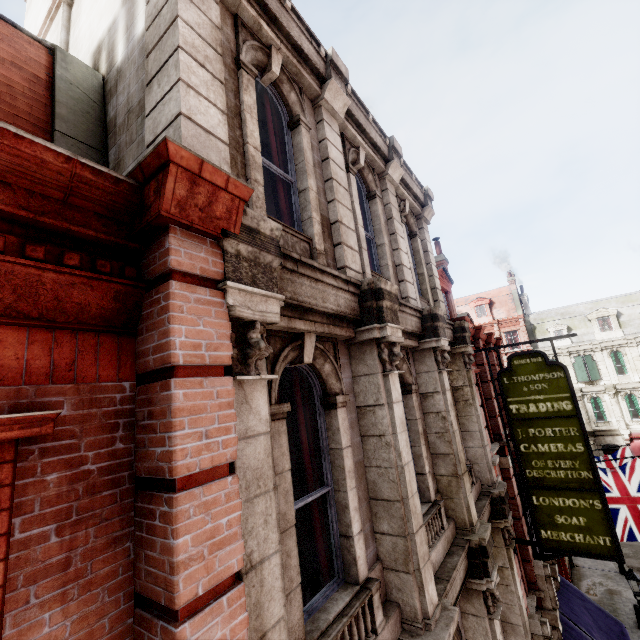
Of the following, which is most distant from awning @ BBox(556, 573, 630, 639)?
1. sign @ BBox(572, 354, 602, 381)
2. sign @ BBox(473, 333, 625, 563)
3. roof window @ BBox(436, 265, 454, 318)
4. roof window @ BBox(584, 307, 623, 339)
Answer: roof window @ BBox(584, 307, 623, 339)

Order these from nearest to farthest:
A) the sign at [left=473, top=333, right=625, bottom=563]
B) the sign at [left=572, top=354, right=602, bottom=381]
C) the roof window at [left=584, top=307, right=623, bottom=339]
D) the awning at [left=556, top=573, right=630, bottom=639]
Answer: the sign at [left=473, top=333, right=625, bottom=563] < the awning at [left=556, top=573, right=630, bottom=639] < the sign at [left=572, top=354, right=602, bottom=381] < the roof window at [left=584, top=307, right=623, bottom=339]

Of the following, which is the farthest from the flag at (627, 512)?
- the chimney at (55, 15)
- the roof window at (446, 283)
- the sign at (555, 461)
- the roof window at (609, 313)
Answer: the roof window at (609, 313)

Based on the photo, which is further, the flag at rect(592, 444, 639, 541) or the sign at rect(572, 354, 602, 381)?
the sign at rect(572, 354, 602, 381)

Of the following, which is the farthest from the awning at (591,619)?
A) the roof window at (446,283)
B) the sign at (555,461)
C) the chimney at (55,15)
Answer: the chimney at (55,15)

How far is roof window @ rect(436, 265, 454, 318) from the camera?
12.6 meters

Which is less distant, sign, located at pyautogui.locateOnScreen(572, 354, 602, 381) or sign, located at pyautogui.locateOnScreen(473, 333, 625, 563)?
sign, located at pyautogui.locateOnScreen(473, 333, 625, 563)

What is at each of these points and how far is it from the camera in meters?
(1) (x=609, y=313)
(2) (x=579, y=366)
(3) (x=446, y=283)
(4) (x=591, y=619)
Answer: (1) roof window, 31.5 m
(2) sign, 31.2 m
(3) roof window, 13.2 m
(4) awning, 11.2 m
